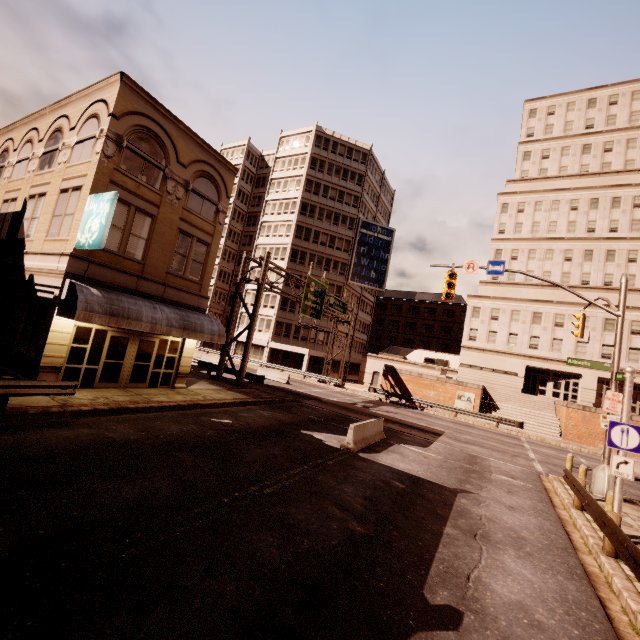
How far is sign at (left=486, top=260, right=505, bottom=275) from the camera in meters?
16.1

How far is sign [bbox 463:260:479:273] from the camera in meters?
16.7

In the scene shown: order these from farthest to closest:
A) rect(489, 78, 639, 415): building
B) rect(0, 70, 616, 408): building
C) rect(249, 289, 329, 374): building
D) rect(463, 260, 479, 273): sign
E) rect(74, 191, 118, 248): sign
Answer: rect(249, 289, 329, 374): building → rect(489, 78, 639, 415): building → rect(463, 260, 479, 273): sign → rect(0, 70, 616, 408): building → rect(74, 191, 118, 248): sign

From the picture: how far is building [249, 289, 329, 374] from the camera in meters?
46.6

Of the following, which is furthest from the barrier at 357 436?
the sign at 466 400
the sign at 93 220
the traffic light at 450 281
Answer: the sign at 466 400

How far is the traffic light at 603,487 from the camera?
12.67m

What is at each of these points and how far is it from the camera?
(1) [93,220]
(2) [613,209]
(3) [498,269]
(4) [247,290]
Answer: (1) sign, 12.5 meters
(2) building, 40.3 meters
(3) sign, 16.2 meters
(4) building, 50.9 meters

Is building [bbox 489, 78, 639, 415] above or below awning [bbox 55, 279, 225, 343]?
above
